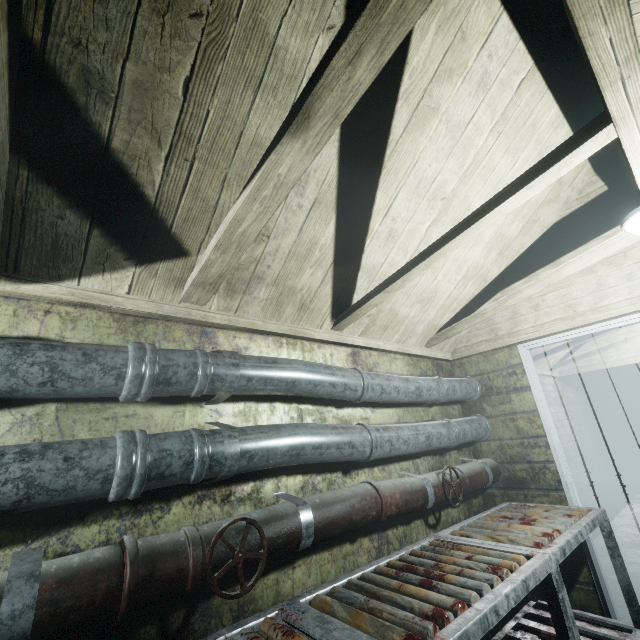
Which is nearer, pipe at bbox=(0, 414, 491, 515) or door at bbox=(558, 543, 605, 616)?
pipe at bbox=(0, 414, 491, 515)

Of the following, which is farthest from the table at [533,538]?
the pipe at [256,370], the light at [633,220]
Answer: the light at [633,220]

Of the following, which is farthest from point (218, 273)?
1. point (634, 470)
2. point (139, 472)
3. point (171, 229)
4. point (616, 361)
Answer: point (634, 470)

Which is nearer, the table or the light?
the table

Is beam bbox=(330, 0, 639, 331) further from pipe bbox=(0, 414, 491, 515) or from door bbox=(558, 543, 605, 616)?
door bbox=(558, 543, 605, 616)

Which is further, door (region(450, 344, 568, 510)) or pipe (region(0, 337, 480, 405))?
door (region(450, 344, 568, 510))

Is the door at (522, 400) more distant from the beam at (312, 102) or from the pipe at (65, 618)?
the beam at (312, 102)

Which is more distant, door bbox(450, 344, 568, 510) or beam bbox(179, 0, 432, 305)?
door bbox(450, 344, 568, 510)
